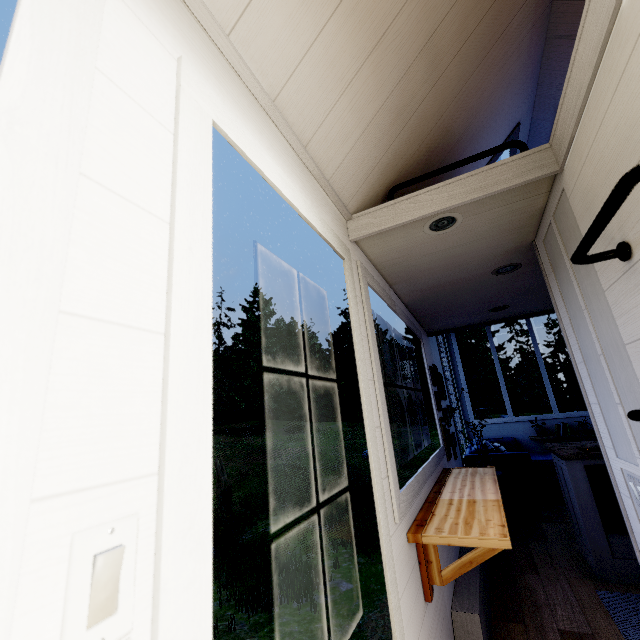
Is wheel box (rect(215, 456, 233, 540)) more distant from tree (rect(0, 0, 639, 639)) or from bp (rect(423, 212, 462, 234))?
bp (rect(423, 212, 462, 234))

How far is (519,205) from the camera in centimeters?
169cm

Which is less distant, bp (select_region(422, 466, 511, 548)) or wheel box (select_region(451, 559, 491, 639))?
bp (select_region(422, 466, 511, 548))

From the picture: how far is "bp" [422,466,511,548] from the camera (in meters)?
1.45

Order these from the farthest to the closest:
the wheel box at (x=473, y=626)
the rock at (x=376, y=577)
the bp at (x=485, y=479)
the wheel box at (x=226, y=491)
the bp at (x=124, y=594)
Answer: the wheel box at (x=226, y=491) → the rock at (x=376, y=577) → the wheel box at (x=473, y=626) → the bp at (x=485, y=479) → the bp at (x=124, y=594)

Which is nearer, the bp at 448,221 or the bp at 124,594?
the bp at 124,594

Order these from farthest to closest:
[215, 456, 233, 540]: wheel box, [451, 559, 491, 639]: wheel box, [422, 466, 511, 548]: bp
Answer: [215, 456, 233, 540]: wheel box
[451, 559, 491, 639]: wheel box
[422, 466, 511, 548]: bp

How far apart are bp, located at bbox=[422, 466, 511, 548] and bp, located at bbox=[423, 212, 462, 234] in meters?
1.5 m
